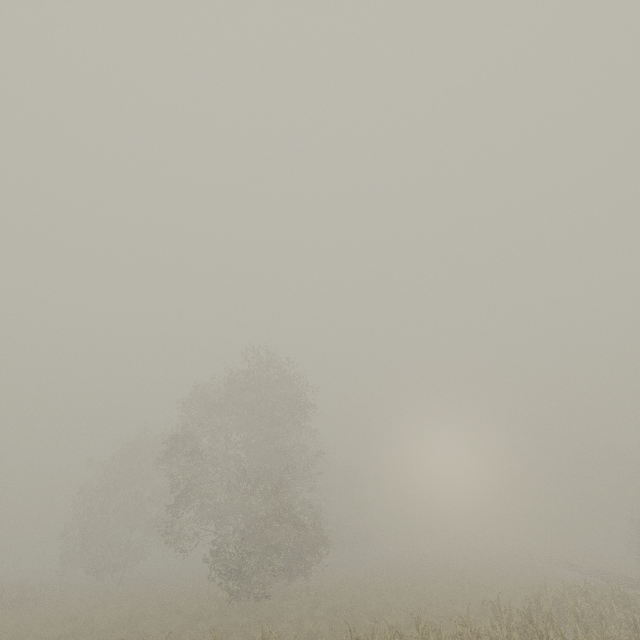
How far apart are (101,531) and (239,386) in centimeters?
2222cm
